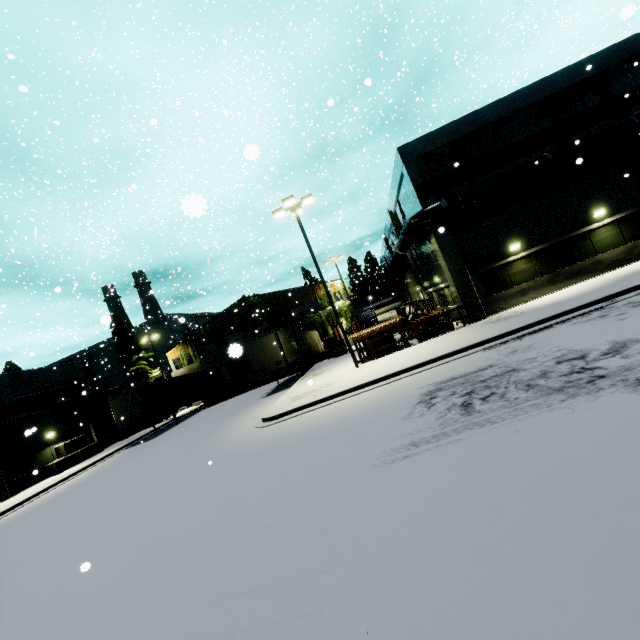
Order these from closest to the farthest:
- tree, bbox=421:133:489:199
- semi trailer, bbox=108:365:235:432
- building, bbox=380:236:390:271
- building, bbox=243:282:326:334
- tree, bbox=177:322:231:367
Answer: tree, bbox=421:133:489:199 < semi trailer, bbox=108:365:235:432 < building, bbox=243:282:326:334 < tree, bbox=177:322:231:367 < building, bbox=380:236:390:271

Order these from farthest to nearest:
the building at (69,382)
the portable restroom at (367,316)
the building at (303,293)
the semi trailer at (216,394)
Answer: the building at (303,293) → the portable restroom at (367,316) → the semi trailer at (216,394) → the building at (69,382)

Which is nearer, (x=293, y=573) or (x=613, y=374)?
(x=293, y=573)

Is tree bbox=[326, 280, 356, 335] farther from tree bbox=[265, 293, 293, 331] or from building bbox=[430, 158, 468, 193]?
tree bbox=[265, 293, 293, 331]

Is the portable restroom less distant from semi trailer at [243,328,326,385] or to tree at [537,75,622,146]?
semi trailer at [243,328,326,385]

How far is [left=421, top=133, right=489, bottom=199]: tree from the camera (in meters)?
18.09

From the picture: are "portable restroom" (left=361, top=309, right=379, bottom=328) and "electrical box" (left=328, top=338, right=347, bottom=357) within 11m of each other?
yes

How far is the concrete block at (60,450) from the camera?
23.4 meters
